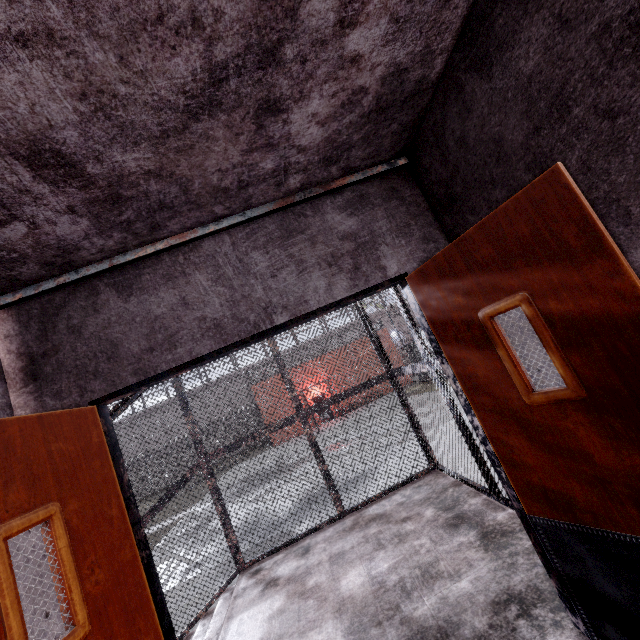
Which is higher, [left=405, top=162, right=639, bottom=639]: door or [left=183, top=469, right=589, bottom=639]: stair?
[left=405, top=162, right=639, bottom=639]: door

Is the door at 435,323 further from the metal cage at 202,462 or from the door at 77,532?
the door at 77,532

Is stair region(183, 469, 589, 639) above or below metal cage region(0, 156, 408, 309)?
below

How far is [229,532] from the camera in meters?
4.3

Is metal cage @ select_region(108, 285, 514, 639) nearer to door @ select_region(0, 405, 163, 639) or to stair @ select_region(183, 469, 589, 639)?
stair @ select_region(183, 469, 589, 639)

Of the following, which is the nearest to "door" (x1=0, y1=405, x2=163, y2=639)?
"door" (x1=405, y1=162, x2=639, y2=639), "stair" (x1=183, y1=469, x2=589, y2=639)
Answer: "stair" (x1=183, y1=469, x2=589, y2=639)

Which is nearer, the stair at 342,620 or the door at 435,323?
the door at 435,323

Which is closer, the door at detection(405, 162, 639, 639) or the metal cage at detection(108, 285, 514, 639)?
the door at detection(405, 162, 639, 639)
